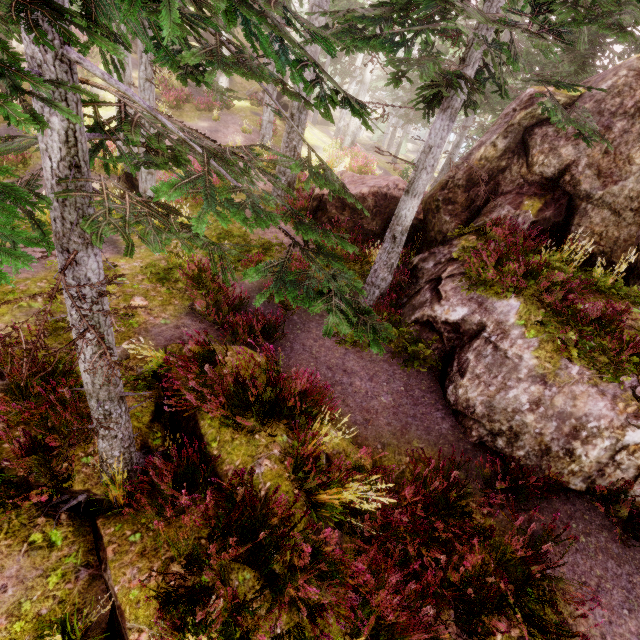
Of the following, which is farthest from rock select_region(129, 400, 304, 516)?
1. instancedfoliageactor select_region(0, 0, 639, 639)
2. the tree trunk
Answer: the tree trunk

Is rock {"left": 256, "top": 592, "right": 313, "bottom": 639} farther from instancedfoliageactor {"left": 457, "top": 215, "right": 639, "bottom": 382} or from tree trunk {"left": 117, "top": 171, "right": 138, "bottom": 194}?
tree trunk {"left": 117, "top": 171, "right": 138, "bottom": 194}

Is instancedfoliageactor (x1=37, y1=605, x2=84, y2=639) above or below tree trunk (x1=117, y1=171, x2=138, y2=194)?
below

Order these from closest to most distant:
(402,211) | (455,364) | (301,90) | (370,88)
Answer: (455,364) < (402,211) < (301,90) < (370,88)

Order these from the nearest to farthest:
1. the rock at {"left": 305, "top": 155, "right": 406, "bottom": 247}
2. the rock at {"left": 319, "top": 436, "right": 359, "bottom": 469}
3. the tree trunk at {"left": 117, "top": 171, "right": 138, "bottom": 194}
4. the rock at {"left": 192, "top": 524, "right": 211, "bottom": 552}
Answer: the rock at {"left": 192, "top": 524, "right": 211, "bottom": 552}, the rock at {"left": 319, "top": 436, "right": 359, "bottom": 469}, the rock at {"left": 305, "top": 155, "right": 406, "bottom": 247}, the tree trunk at {"left": 117, "top": 171, "right": 138, "bottom": 194}

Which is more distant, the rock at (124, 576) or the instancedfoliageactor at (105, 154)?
the rock at (124, 576)

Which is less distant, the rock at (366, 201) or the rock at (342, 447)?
the rock at (342, 447)
